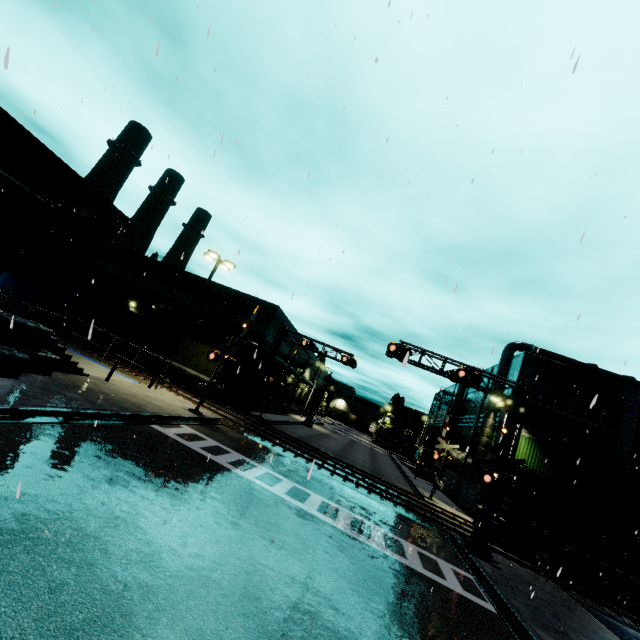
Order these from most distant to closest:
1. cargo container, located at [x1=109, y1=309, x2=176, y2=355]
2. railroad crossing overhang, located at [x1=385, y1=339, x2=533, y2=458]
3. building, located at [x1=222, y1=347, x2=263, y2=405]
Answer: building, located at [x1=222, y1=347, x2=263, y2=405]
cargo container, located at [x1=109, y1=309, x2=176, y2=355]
railroad crossing overhang, located at [x1=385, y1=339, x2=533, y2=458]

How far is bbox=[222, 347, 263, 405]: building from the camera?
31.4m

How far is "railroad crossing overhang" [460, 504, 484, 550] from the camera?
16.09m

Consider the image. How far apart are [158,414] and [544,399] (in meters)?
29.76

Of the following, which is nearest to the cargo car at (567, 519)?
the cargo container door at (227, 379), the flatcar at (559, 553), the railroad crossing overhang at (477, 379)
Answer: the flatcar at (559, 553)

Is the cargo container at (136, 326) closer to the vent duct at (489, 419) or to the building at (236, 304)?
the building at (236, 304)

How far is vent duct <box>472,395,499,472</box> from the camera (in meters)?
27.36
